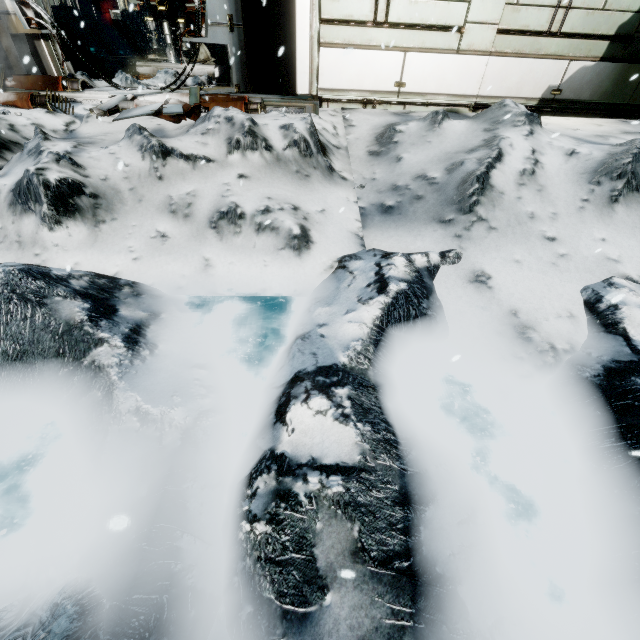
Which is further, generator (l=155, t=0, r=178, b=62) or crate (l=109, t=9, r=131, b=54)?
crate (l=109, t=9, r=131, b=54)

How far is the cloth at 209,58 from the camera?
12.1 meters

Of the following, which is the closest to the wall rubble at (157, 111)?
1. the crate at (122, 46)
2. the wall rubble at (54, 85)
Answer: the wall rubble at (54, 85)

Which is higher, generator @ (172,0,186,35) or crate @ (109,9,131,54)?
generator @ (172,0,186,35)

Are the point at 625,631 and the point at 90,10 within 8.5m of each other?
no

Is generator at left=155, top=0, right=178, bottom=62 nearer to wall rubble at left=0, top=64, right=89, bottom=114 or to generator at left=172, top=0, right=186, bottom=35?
generator at left=172, top=0, right=186, bottom=35

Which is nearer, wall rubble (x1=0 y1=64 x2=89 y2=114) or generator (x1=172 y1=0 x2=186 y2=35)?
wall rubble (x1=0 y1=64 x2=89 y2=114)
